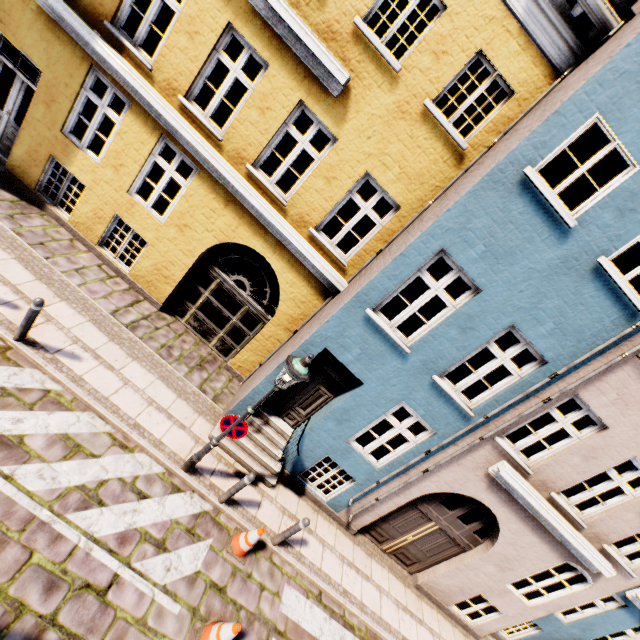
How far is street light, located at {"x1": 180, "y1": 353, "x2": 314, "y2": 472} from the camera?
5.2 meters

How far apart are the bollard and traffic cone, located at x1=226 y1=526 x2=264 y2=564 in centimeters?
547cm

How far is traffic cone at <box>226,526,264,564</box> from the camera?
6.2 meters

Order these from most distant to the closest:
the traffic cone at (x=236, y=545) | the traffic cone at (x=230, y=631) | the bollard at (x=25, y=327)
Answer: the traffic cone at (x=236, y=545)
the bollard at (x=25, y=327)
the traffic cone at (x=230, y=631)

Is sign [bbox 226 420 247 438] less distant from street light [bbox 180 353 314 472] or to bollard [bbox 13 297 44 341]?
street light [bbox 180 353 314 472]

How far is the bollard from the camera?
5.57m

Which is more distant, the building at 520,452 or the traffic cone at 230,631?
the building at 520,452

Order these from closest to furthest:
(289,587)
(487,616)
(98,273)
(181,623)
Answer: (181,623), (289,587), (98,273), (487,616)
